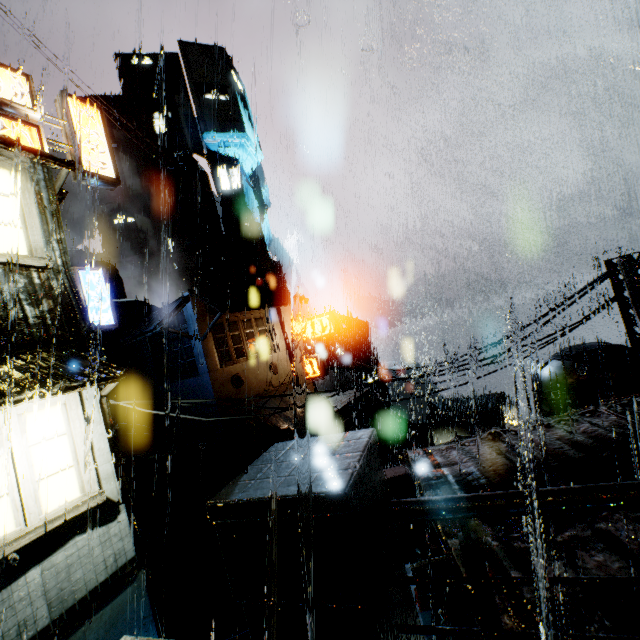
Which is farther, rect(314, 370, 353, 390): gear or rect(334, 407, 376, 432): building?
rect(314, 370, 353, 390): gear

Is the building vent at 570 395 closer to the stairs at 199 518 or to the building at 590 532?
the building at 590 532

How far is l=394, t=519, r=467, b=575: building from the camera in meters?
4.1

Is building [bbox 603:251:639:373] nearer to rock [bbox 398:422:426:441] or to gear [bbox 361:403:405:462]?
gear [bbox 361:403:405:462]

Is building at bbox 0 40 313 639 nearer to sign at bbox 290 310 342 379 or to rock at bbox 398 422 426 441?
sign at bbox 290 310 342 379

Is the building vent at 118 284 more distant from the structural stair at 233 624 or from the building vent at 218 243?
the structural stair at 233 624

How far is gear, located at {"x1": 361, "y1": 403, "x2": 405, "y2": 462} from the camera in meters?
45.3 m

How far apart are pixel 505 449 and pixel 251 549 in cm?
641
